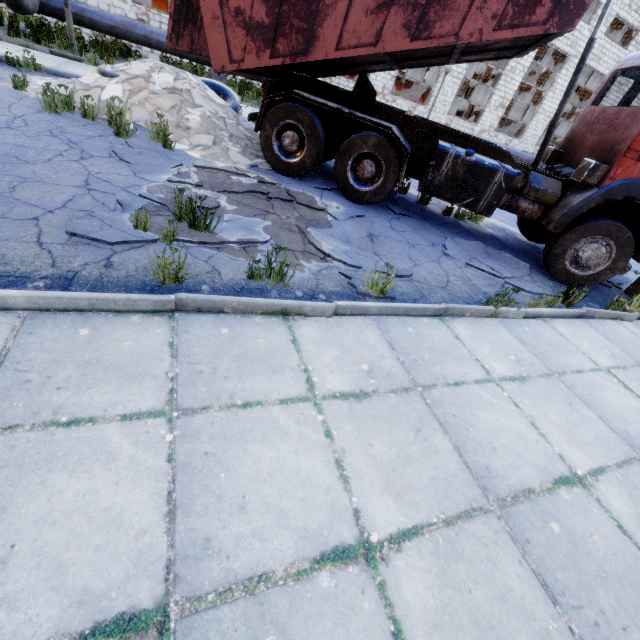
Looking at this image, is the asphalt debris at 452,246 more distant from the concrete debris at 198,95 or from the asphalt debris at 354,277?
the concrete debris at 198,95

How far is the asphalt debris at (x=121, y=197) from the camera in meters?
3.1

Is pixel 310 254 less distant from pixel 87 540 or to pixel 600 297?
pixel 87 540

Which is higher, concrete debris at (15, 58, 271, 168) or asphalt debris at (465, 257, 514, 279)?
concrete debris at (15, 58, 271, 168)

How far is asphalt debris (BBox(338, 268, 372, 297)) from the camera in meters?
3.7

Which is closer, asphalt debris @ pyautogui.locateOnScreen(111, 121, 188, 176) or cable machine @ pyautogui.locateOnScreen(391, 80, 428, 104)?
asphalt debris @ pyautogui.locateOnScreen(111, 121, 188, 176)

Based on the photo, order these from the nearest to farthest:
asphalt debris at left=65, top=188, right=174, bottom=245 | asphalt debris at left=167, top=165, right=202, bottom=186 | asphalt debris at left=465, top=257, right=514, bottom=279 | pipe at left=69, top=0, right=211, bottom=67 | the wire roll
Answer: asphalt debris at left=65, top=188, right=174, bottom=245, asphalt debris at left=167, top=165, right=202, bottom=186, asphalt debris at left=465, top=257, right=514, bottom=279, the wire roll, pipe at left=69, top=0, right=211, bottom=67

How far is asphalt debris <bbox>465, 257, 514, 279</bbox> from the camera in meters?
5.4
